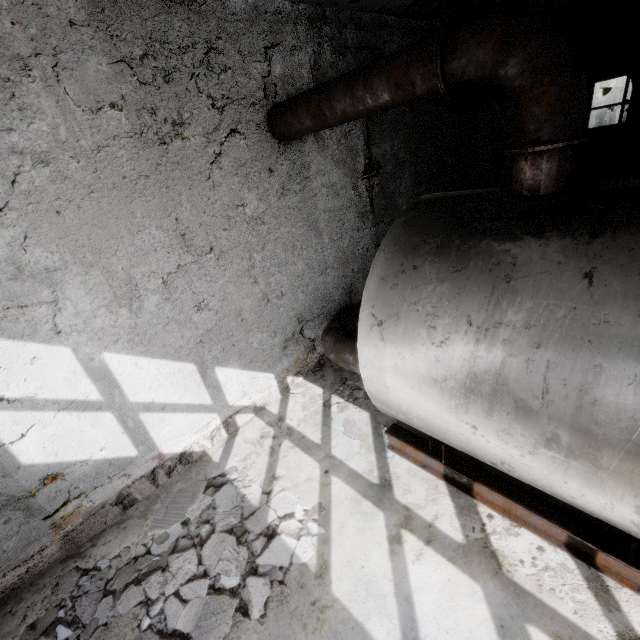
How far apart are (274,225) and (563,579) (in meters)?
6.41

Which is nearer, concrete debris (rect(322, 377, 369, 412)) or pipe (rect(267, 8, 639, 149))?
pipe (rect(267, 8, 639, 149))

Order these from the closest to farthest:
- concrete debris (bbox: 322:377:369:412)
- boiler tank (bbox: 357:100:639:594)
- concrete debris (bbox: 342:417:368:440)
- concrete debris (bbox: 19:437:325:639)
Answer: boiler tank (bbox: 357:100:639:594), concrete debris (bbox: 19:437:325:639), concrete debris (bbox: 342:417:368:440), concrete debris (bbox: 322:377:369:412)

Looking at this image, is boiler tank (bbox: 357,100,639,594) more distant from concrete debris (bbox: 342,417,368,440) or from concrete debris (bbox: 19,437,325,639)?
concrete debris (bbox: 19,437,325,639)

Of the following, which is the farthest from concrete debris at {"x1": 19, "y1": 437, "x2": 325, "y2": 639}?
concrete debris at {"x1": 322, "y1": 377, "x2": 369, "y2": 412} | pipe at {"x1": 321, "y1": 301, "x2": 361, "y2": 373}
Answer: pipe at {"x1": 321, "y1": 301, "x2": 361, "y2": 373}

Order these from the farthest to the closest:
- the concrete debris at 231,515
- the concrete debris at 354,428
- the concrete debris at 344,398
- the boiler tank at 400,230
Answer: the concrete debris at 344,398, the concrete debris at 354,428, the concrete debris at 231,515, the boiler tank at 400,230

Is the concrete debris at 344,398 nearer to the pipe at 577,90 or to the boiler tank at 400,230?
the boiler tank at 400,230

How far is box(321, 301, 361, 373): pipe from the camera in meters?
6.0 m
